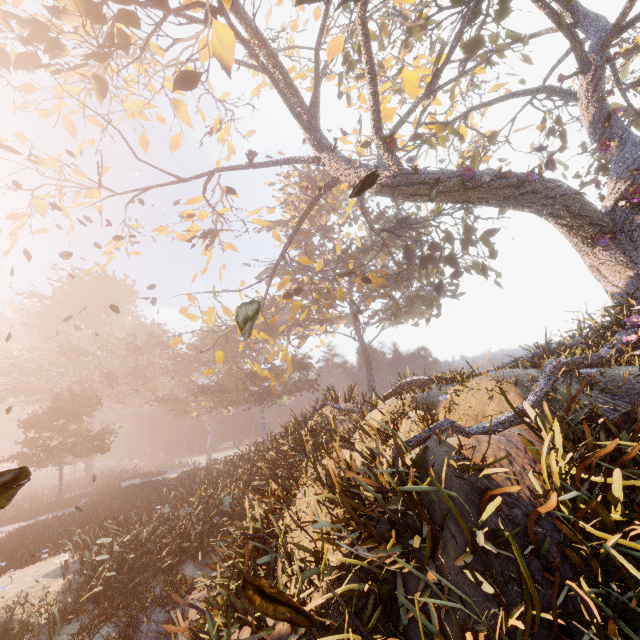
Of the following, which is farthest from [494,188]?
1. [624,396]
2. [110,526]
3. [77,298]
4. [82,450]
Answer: [77,298]

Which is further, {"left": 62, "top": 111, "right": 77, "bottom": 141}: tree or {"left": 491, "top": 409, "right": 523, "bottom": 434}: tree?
{"left": 62, "top": 111, "right": 77, "bottom": 141}: tree

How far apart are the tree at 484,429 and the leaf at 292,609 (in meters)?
3.62

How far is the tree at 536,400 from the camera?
5.95m

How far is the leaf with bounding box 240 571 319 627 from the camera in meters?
1.4

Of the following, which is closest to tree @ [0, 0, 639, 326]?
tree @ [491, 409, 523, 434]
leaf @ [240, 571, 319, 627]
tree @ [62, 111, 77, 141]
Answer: tree @ [491, 409, 523, 434]

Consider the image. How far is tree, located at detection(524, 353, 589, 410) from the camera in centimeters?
595cm
